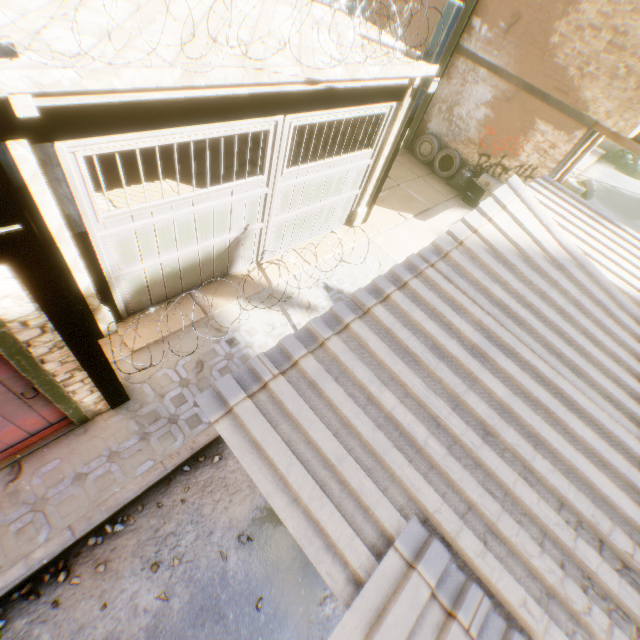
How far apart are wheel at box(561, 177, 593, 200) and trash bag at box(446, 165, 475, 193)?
6.41m

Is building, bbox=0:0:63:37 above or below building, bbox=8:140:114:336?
above

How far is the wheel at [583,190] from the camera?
14.23m

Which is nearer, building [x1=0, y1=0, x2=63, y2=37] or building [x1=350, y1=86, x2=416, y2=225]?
building [x1=0, y1=0, x2=63, y2=37]

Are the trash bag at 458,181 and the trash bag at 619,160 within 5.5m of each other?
no

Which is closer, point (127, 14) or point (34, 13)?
point (34, 13)

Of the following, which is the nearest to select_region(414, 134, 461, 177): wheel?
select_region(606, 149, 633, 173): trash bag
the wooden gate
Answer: the wooden gate

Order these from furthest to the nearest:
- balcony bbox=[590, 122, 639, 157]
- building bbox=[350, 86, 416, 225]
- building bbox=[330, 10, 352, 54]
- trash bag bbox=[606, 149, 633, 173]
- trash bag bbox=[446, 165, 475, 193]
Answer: trash bag bbox=[606, 149, 633, 173] → trash bag bbox=[446, 165, 475, 193] → balcony bbox=[590, 122, 639, 157] → building bbox=[350, 86, 416, 225] → building bbox=[330, 10, 352, 54]
